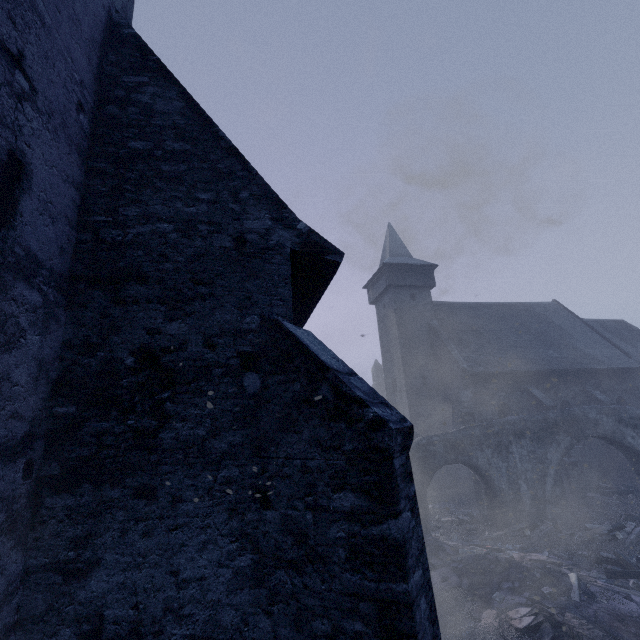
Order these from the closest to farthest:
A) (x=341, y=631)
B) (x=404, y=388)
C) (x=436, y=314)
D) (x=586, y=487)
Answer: (x=341, y=631)
(x=586, y=487)
(x=404, y=388)
(x=436, y=314)

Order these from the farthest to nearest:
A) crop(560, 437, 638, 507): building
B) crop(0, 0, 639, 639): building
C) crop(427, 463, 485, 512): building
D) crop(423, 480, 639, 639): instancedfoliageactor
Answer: crop(560, 437, 638, 507): building → crop(427, 463, 485, 512): building → crop(423, 480, 639, 639): instancedfoliageactor → crop(0, 0, 639, 639): building

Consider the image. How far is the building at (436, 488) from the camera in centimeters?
1602cm

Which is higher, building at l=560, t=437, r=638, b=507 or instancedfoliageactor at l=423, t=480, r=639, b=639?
building at l=560, t=437, r=638, b=507

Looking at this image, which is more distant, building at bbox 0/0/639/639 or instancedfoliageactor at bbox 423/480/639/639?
instancedfoliageactor at bbox 423/480/639/639

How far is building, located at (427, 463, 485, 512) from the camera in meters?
16.0

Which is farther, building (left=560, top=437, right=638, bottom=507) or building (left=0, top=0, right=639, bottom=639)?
building (left=560, top=437, right=638, bottom=507)

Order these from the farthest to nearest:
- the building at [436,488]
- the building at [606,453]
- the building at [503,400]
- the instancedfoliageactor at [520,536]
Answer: the building at [606,453] → the building at [436,488] → the instancedfoliageactor at [520,536] → the building at [503,400]
